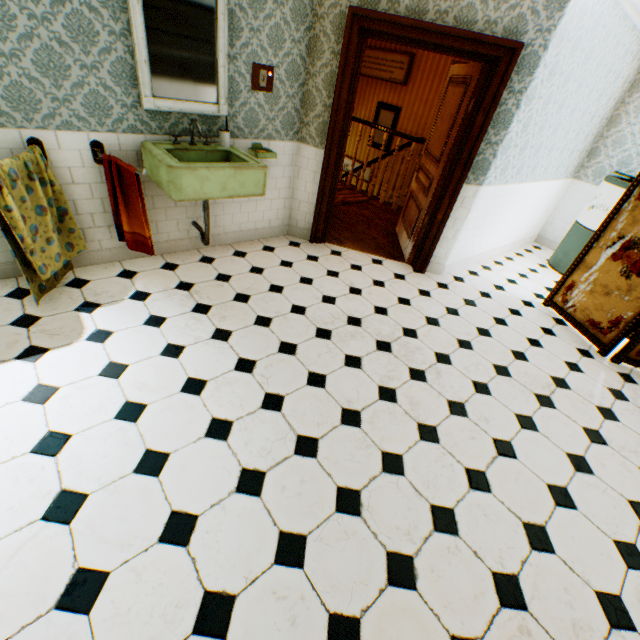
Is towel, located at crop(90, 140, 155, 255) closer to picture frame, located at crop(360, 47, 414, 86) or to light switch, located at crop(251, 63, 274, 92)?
light switch, located at crop(251, 63, 274, 92)

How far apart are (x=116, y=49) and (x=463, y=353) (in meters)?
3.90

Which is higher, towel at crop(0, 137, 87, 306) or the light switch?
the light switch

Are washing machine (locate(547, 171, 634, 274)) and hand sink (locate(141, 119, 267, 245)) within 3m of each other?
no

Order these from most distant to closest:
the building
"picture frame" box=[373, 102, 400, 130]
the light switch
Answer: "picture frame" box=[373, 102, 400, 130] < the light switch < the building

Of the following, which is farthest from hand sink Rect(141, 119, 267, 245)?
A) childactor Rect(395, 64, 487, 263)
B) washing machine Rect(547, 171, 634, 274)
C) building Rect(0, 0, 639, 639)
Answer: washing machine Rect(547, 171, 634, 274)

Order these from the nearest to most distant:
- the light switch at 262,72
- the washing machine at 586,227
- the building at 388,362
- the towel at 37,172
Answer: the building at 388,362 → the towel at 37,172 → the light switch at 262,72 → the washing machine at 586,227

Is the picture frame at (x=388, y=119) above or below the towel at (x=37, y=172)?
above
